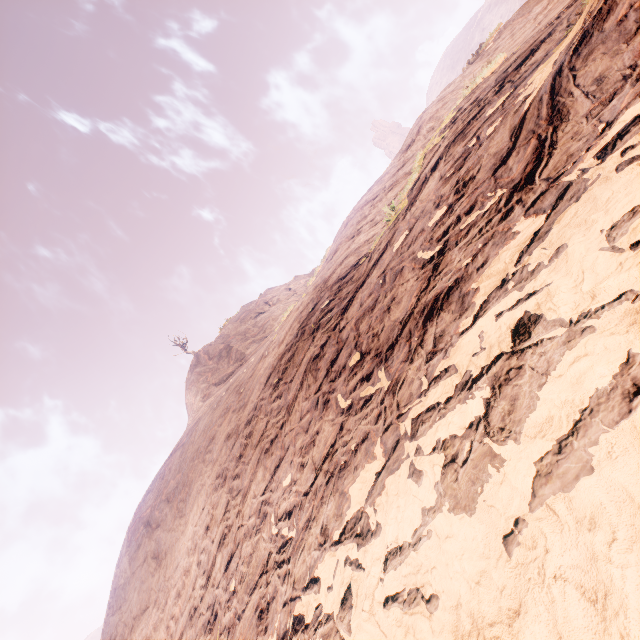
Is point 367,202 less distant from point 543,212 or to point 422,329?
point 422,329
